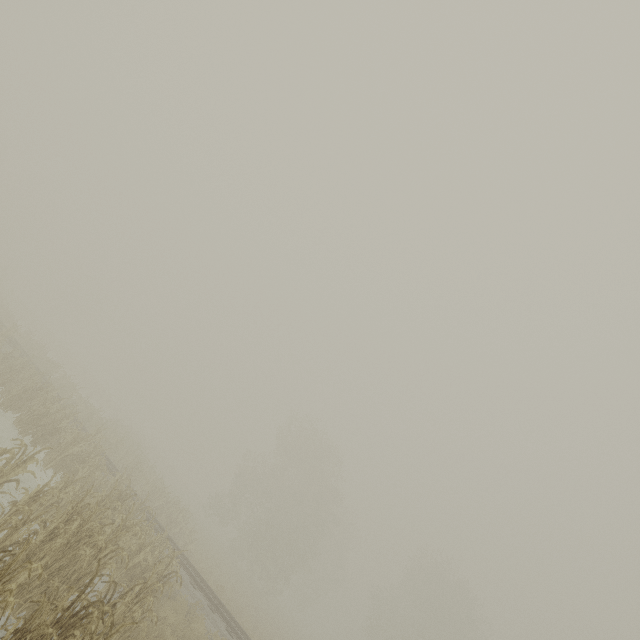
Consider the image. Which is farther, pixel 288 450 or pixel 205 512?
pixel 288 450
